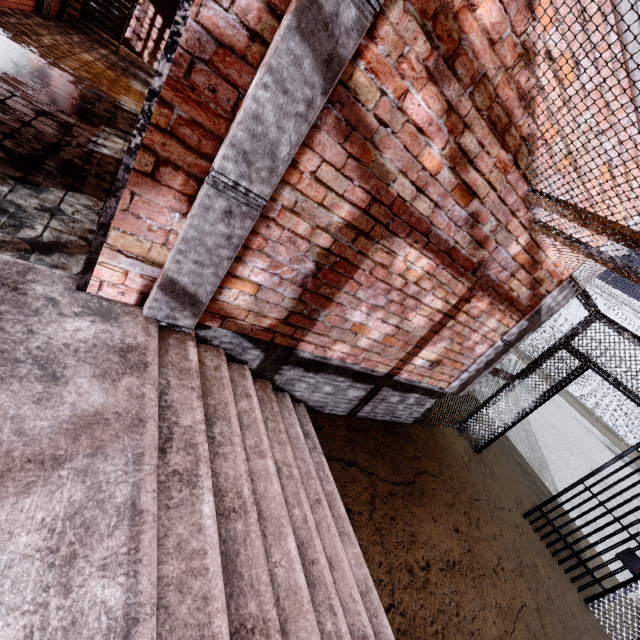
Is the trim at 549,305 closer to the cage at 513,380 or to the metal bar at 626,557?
the cage at 513,380

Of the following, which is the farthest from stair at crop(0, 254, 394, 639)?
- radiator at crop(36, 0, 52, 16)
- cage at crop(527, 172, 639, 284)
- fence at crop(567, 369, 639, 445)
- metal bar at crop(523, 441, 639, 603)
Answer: fence at crop(567, 369, 639, 445)

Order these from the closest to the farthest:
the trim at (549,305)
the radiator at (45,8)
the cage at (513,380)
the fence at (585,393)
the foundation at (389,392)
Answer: the foundation at (389,392)
the trim at (549,305)
the cage at (513,380)
the radiator at (45,8)
the fence at (585,393)

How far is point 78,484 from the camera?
1.1 meters

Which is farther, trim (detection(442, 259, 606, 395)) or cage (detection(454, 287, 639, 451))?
cage (detection(454, 287, 639, 451))

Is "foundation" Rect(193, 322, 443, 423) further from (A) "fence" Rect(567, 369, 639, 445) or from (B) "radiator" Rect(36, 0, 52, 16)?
(A) "fence" Rect(567, 369, 639, 445)

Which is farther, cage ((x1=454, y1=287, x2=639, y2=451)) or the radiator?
the radiator
